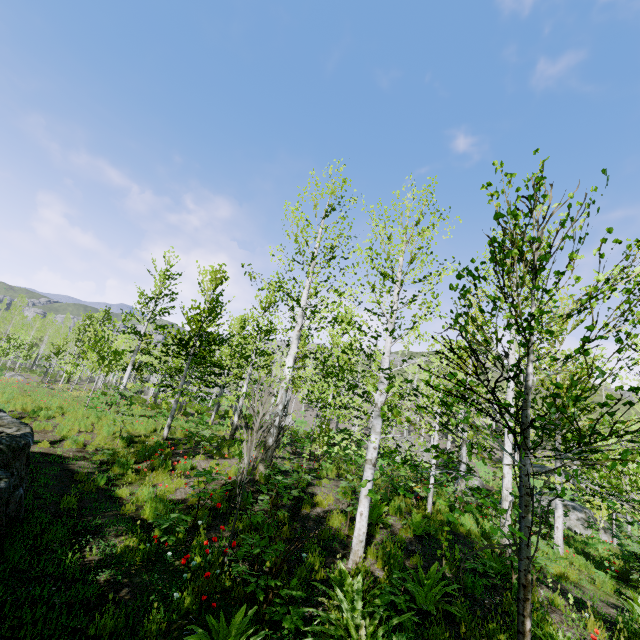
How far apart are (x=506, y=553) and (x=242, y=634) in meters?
7.0 m

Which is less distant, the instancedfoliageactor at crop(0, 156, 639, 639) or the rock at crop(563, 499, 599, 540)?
the instancedfoliageactor at crop(0, 156, 639, 639)

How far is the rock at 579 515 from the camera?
15.7m

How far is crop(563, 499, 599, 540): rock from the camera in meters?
15.7

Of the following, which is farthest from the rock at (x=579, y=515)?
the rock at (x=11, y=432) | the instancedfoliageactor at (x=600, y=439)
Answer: the rock at (x=11, y=432)

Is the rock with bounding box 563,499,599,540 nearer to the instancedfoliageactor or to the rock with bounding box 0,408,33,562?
the instancedfoliageactor

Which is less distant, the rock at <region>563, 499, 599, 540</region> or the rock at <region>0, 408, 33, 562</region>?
the rock at <region>0, 408, 33, 562</region>
